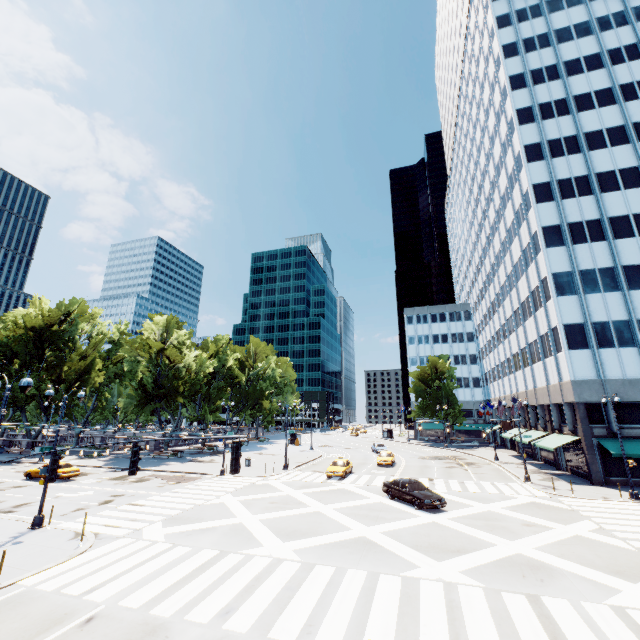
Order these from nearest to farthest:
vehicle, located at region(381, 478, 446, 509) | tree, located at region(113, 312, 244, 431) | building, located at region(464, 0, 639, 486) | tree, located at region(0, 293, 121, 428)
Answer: vehicle, located at region(381, 478, 446, 509)
building, located at region(464, 0, 639, 486)
tree, located at region(113, 312, 244, 431)
tree, located at region(0, 293, 121, 428)

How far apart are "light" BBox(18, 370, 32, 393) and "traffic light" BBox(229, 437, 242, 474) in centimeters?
919cm

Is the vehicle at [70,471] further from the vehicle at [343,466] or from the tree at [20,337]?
the vehicle at [343,466]

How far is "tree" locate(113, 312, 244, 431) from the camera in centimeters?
4494cm

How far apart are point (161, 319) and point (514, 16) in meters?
65.6

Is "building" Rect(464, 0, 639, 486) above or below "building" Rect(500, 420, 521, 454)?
above

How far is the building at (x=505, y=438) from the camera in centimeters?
4559cm

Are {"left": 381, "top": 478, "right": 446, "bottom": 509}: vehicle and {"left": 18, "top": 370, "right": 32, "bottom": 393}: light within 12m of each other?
no
